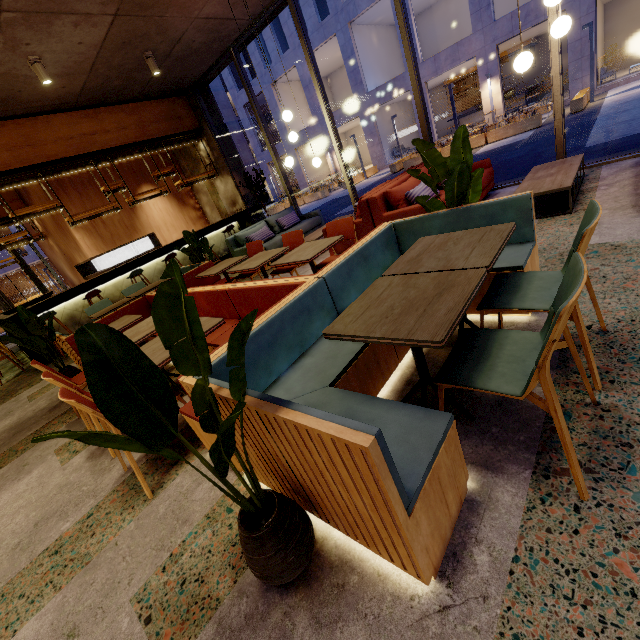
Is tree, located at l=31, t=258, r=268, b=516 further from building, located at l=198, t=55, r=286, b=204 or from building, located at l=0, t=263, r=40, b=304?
building, located at l=0, t=263, r=40, b=304

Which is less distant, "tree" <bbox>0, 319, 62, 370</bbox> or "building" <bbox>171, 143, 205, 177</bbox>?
"tree" <bbox>0, 319, 62, 370</bbox>

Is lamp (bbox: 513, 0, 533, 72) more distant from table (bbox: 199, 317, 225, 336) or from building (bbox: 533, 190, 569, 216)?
table (bbox: 199, 317, 225, 336)

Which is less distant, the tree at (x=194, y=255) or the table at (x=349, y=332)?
the table at (x=349, y=332)

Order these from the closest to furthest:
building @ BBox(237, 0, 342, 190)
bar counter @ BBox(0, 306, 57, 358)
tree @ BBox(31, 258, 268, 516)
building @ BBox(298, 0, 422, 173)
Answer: tree @ BBox(31, 258, 268, 516)
bar counter @ BBox(0, 306, 57, 358)
building @ BBox(298, 0, 422, 173)
building @ BBox(237, 0, 342, 190)

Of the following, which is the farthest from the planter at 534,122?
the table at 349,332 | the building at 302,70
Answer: the table at 349,332

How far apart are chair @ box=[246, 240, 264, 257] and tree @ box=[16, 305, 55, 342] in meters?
2.6 m

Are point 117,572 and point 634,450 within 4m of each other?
yes
